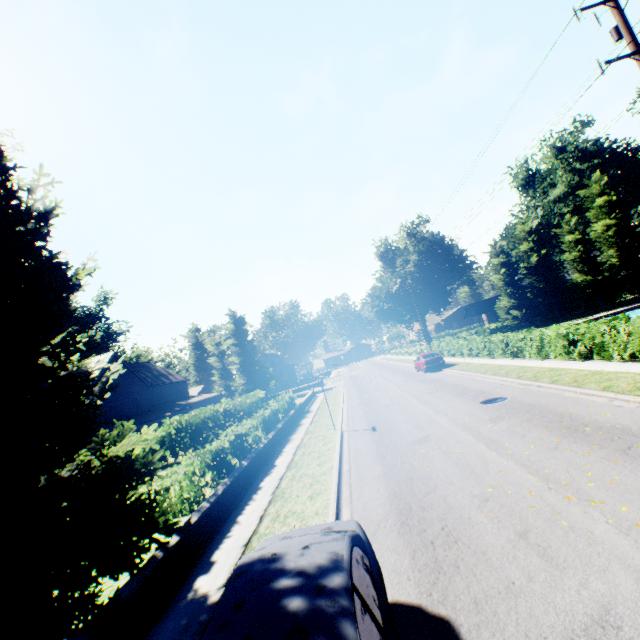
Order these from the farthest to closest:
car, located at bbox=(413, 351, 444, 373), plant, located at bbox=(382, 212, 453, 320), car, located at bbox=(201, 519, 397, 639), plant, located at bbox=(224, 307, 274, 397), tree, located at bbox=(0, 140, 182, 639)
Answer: plant, located at bbox=(382, 212, 453, 320) < plant, located at bbox=(224, 307, 274, 397) < car, located at bbox=(413, 351, 444, 373) < tree, located at bbox=(0, 140, 182, 639) < car, located at bbox=(201, 519, 397, 639)

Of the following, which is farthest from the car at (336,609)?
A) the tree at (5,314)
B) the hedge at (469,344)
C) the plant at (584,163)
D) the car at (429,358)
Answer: the plant at (584,163)

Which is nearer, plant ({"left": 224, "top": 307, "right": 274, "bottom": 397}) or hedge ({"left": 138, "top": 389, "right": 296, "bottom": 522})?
hedge ({"left": 138, "top": 389, "right": 296, "bottom": 522})

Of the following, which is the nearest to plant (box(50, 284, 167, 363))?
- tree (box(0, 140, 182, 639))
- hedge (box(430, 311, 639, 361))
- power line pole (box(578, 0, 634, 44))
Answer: tree (box(0, 140, 182, 639))

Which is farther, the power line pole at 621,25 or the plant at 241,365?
the plant at 241,365

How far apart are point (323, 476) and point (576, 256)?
46.6m

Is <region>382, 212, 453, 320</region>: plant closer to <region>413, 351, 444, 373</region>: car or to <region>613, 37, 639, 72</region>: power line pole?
<region>413, 351, 444, 373</region>: car

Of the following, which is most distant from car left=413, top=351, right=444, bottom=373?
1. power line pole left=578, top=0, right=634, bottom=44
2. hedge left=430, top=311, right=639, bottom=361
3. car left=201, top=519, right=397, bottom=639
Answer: car left=201, top=519, right=397, bottom=639
